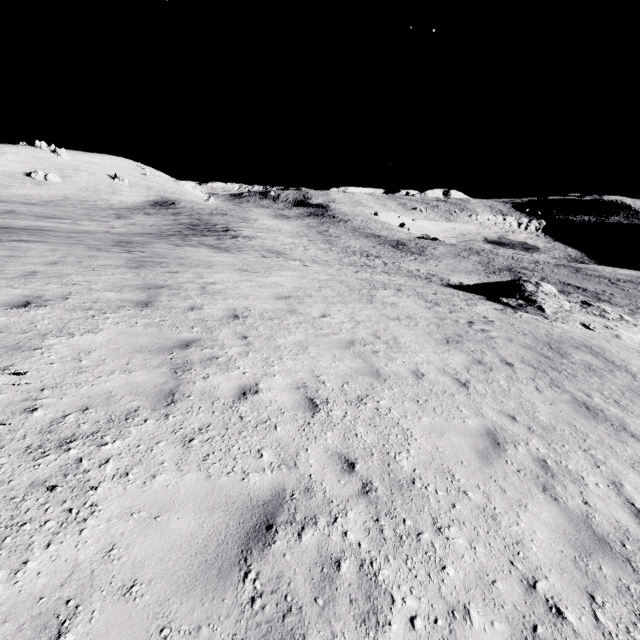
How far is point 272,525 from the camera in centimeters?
311cm
